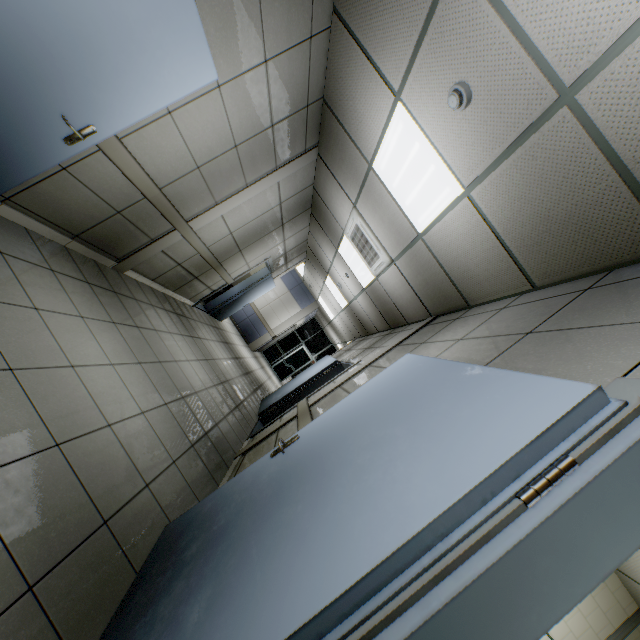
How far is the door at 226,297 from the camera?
7.85m

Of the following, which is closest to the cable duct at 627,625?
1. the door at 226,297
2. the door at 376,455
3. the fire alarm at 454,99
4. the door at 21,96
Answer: the door at 376,455

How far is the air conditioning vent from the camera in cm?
468

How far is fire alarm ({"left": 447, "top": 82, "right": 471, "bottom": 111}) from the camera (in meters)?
2.12

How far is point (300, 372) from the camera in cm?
2917

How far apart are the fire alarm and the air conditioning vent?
2.40m

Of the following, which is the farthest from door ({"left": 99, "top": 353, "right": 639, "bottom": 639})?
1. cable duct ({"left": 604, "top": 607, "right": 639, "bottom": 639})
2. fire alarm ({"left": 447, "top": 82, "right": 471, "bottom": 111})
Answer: cable duct ({"left": 604, "top": 607, "right": 639, "bottom": 639})

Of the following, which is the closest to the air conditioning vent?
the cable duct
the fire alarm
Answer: the fire alarm
